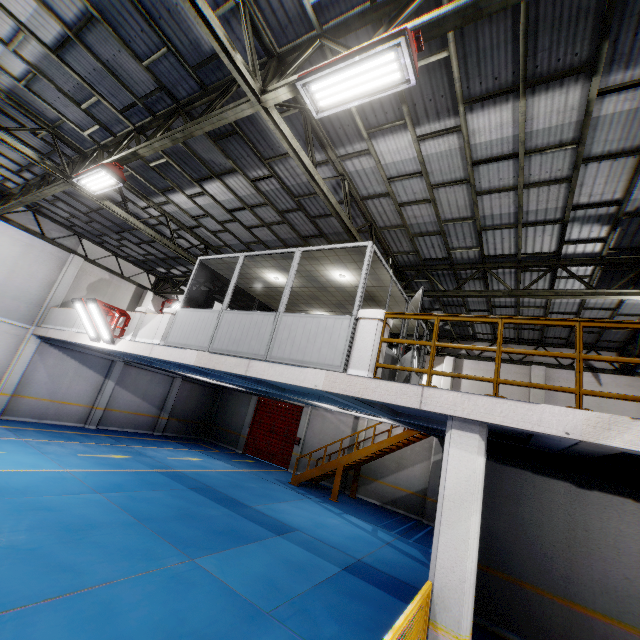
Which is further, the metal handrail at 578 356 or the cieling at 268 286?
the cieling at 268 286

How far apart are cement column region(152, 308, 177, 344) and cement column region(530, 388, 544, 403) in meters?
14.9

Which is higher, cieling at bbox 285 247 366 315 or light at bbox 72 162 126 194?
light at bbox 72 162 126 194

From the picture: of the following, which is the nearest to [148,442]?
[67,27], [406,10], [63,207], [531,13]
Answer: [63,207]

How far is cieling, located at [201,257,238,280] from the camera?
9.8m

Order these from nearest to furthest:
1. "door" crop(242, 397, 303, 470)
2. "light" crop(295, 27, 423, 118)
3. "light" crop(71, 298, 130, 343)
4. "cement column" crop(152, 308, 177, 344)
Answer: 1. "light" crop(295, 27, 423, 118)
2. "cement column" crop(152, 308, 177, 344)
3. "light" crop(71, 298, 130, 343)
4. "door" crop(242, 397, 303, 470)

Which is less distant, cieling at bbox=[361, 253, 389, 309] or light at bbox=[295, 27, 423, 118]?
light at bbox=[295, 27, 423, 118]

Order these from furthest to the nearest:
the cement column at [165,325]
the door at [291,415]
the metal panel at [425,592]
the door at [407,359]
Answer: the door at [291,415] < the cement column at [165,325] < the door at [407,359] < the metal panel at [425,592]
